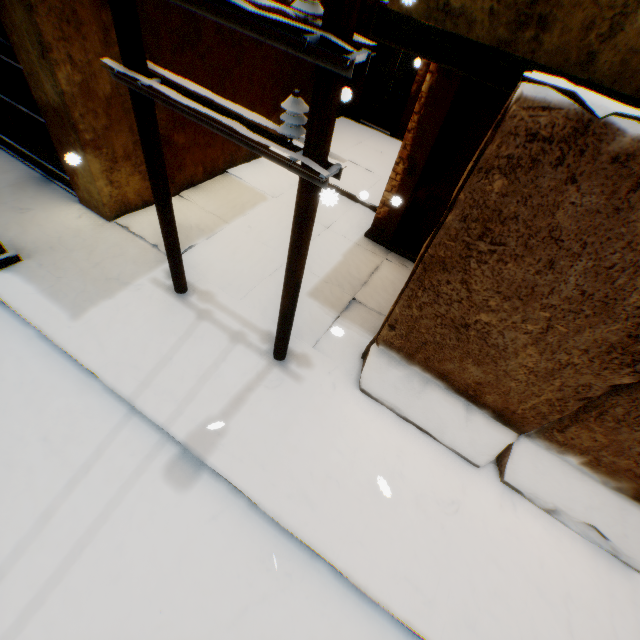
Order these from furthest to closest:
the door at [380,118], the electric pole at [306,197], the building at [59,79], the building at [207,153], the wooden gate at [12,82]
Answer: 1. the door at [380,118]
2. the building at [207,153]
3. the wooden gate at [12,82]
4. the building at [59,79]
5. the electric pole at [306,197]

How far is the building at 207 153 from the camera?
5.39m

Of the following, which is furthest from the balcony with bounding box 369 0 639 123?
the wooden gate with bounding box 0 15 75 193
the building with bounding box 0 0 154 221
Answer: the wooden gate with bounding box 0 15 75 193

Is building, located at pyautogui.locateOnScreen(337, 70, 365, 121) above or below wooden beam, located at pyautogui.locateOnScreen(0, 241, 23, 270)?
above

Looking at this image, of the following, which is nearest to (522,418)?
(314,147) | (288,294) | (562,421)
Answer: (562,421)

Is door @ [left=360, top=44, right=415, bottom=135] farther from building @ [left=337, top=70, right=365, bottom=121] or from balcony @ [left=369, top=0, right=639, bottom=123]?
balcony @ [left=369, top=0, right=639, bottom=123]

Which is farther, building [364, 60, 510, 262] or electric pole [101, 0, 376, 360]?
building [364, 60, 510, 262]

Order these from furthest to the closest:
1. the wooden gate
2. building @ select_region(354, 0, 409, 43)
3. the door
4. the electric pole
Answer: the door < building @ select_region(354, 0, 409, 43) < the wooden gate < the electric pole
